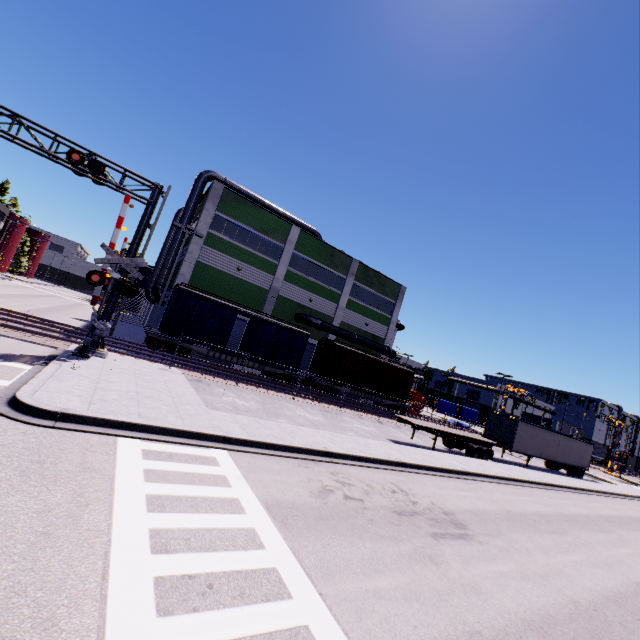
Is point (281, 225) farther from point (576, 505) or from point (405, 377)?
point (576, 505)

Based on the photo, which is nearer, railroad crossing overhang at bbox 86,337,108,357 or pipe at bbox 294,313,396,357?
railroad crossing overhang at bbox 86,337,108,357

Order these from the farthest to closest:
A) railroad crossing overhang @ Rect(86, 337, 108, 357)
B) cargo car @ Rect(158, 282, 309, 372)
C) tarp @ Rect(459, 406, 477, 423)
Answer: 1. tarp @ Rect(459, 406, 477, 423)
2. cargo car @ Rect(158, 282, 309, 372)
3. railroad crossing overhang @ Rect(86, 337, 108, 357)

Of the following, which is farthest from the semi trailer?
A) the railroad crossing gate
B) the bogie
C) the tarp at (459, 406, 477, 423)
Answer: the railroad crossing gate

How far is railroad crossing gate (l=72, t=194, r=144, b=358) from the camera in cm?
1420

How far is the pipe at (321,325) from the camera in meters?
32.1

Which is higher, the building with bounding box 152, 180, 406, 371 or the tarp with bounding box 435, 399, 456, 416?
the building with bounding box 152, 180, 406, 371

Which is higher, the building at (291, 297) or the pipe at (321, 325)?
the building at (291, 297)
